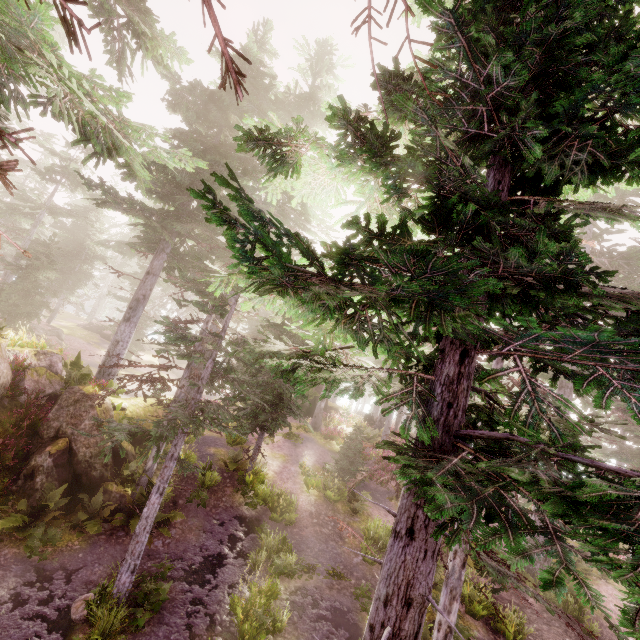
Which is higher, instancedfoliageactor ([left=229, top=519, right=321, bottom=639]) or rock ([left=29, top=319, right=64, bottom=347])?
rock ([left=29, top=319, right=64, bottom=347])

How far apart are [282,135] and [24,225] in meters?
45.2 m

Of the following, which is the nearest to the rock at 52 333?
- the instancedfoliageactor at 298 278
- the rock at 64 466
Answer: the instancedfoliageactor at 298 278

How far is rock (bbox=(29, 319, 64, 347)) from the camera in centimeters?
2744cm

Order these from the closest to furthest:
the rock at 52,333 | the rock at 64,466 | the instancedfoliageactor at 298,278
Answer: the instancedfoliageactor at 298,278
the rock at 64,466
the rock at 52,333

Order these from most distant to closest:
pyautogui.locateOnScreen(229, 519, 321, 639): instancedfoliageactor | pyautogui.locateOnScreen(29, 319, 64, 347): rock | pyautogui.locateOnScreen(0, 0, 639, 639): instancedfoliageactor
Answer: pyautogui.locateOnScreen(29, 319, 64, 347): rock
pyautogui.locateOnScreen(229, 519, 321, 639): instancedfoliageactor
pyautogui.locateOnScreen(0, 0, 639, 639): instancedfoliageactor

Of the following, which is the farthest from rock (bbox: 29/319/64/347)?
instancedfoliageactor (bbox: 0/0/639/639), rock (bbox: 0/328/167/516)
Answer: rock (bbox: 0/328/167/516)
